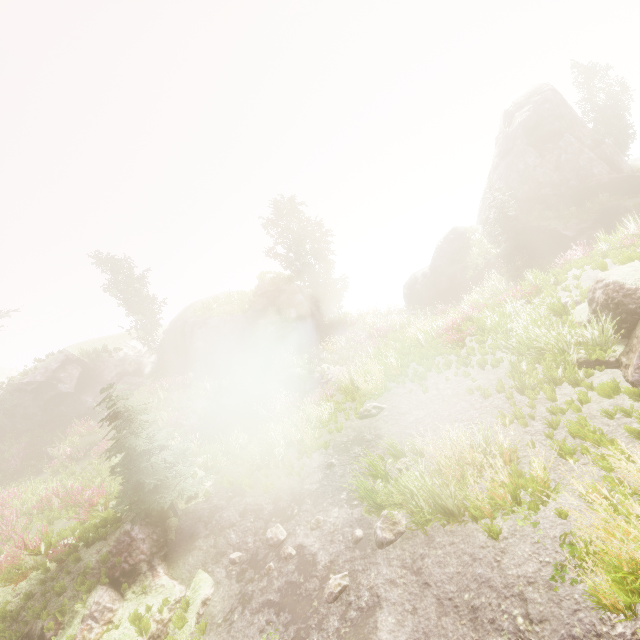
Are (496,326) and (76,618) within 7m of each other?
no

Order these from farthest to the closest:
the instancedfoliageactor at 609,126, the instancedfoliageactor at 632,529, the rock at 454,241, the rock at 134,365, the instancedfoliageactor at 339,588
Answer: the instancedfoliageactor at 609,126, the rock at 454,241, the rock at 134,365, the instancedfoliageactor at 339,588, the instancedfoliageactor at 632,529

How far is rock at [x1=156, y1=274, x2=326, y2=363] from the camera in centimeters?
2528cm

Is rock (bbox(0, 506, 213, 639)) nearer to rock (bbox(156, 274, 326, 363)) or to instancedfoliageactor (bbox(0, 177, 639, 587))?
instancedfoliageactor (bbox(0, 177, 639, 587))

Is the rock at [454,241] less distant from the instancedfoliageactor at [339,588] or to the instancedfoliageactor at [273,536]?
the instancedfoliageactor at [339,588]

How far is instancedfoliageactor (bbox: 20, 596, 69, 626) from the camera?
7.4m

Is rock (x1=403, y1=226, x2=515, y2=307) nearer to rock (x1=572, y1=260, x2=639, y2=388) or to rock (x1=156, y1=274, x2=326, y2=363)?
rock (x1=572, y1=260, x2=639, y2=388)

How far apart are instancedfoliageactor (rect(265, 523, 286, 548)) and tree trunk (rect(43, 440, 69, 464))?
18.3 meters
